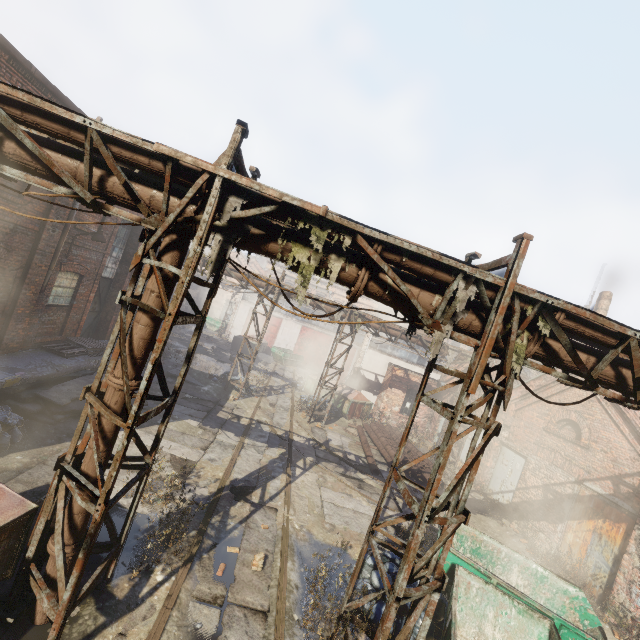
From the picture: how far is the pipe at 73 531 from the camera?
4.28m

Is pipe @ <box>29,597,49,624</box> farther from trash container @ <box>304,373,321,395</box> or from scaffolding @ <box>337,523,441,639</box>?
trash container @ <box>304,373,321,395</box>

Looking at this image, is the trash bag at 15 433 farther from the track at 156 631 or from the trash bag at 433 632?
the trash bag at 433 632

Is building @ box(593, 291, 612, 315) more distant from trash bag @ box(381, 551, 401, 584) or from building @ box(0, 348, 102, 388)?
building @ box(0, 348, 102, 388)

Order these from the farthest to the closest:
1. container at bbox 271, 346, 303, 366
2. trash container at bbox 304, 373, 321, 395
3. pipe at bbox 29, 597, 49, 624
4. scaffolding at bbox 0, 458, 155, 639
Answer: container at bbox 271, 346, 303, 366 < trash container at bbox 304, 373, 321, 395 < pipe at bbox 29, 597, 49, 624 < scaffolding at bbox 0, 458, 155, 639

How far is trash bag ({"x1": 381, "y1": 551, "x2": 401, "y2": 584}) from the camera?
6.8 meters

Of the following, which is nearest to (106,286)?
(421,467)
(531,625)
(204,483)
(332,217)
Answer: (204,483)

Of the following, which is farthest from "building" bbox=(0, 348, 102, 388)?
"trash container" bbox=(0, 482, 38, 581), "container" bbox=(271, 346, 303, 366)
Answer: "container" bbox=(271, 346, 303, 366)
